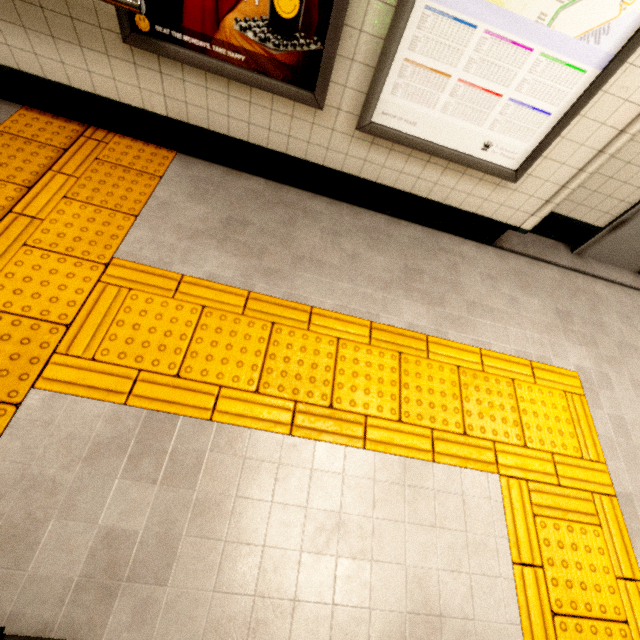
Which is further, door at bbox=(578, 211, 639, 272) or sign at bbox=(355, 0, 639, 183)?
door at bbox=(578, 211, 639, 272)

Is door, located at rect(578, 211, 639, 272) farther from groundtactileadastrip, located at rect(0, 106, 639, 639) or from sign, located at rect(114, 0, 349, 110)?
sign, located at rect(114, 0, 349, 110)

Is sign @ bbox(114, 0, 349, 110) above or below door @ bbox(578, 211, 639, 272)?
above

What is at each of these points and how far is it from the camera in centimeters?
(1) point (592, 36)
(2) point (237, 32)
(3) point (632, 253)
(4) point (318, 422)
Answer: (1) sign, 171cm
(2) sign, 188cm
(3) door, 336cm
(4) groundtactileadastrip, 190cm

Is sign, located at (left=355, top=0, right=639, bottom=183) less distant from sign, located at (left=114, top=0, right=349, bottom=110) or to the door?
sign, located at (left=114, top=0, right=349, bottom=110)

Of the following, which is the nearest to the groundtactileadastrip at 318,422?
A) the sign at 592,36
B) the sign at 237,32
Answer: the sign at 237,32

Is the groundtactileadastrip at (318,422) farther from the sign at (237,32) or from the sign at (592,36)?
the sign at (592,36)

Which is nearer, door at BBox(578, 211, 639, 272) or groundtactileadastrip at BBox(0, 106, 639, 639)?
groundtactileadastrip at BBox(0, 106, 639, 639)
